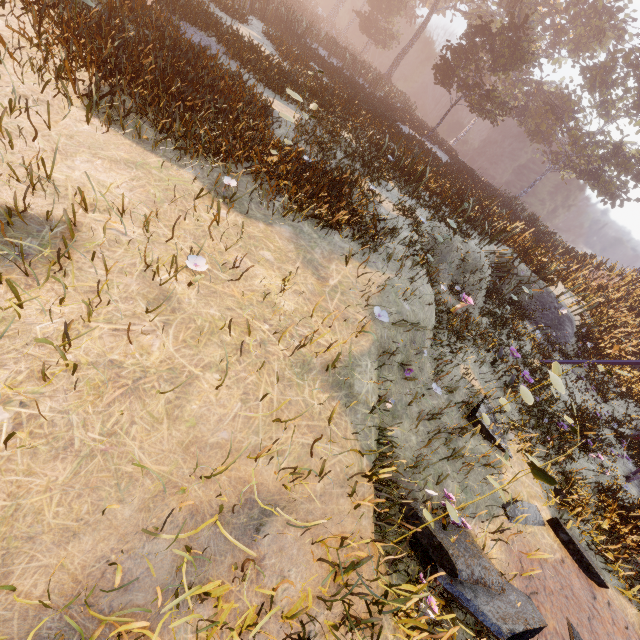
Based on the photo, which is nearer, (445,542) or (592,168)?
(445,542)
